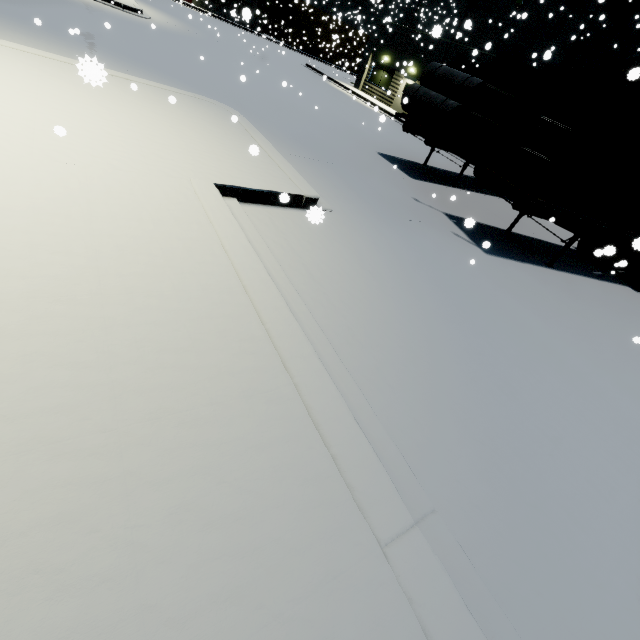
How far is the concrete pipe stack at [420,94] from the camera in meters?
9.9 m

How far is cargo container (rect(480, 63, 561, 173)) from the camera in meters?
7.2 m

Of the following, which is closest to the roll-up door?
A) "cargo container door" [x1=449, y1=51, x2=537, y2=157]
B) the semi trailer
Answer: the semi trailer

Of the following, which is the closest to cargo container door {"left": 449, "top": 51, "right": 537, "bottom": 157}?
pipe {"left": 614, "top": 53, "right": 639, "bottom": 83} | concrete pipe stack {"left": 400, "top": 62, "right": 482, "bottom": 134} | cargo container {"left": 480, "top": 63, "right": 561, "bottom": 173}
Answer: cargo container {"left": 480, "top": 63, "right": 561, "bottom": 173}

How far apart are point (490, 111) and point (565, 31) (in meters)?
15.80

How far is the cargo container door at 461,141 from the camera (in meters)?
7.18

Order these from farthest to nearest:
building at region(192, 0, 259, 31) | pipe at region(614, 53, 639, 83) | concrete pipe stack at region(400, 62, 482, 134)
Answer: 1. building at region(192, 0, 259, 31)
2. concrete pipe stack at region(400, 62, 482, 134)
3. pipe at region(614, 53, 639, 83)

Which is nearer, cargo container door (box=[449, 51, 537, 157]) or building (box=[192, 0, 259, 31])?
cargo container door (box=[449, 51, 537, 157])
